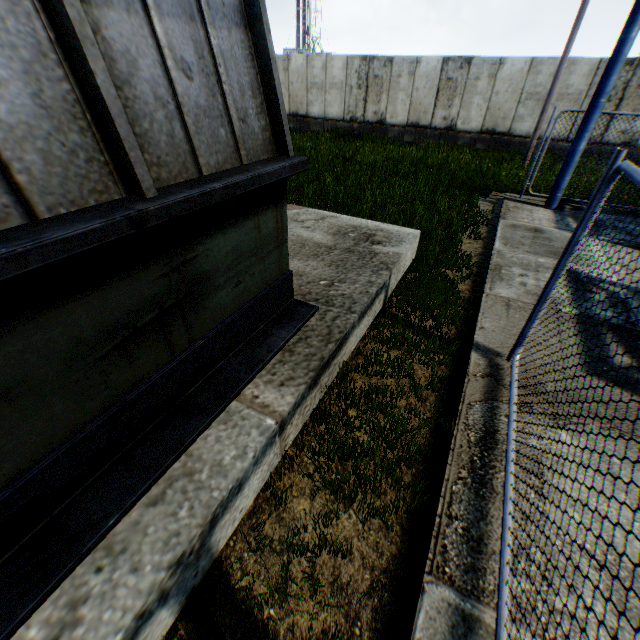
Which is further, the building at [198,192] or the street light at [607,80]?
the street light at [607,80]

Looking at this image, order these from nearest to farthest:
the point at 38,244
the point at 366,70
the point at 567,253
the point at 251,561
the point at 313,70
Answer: the point at 38,244, the point at 251,561, the point at 567,253, the point at 366,70, the point at 313,70

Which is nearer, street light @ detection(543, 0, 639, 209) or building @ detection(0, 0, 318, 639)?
building @ detection(0, 0, 318, 639)
